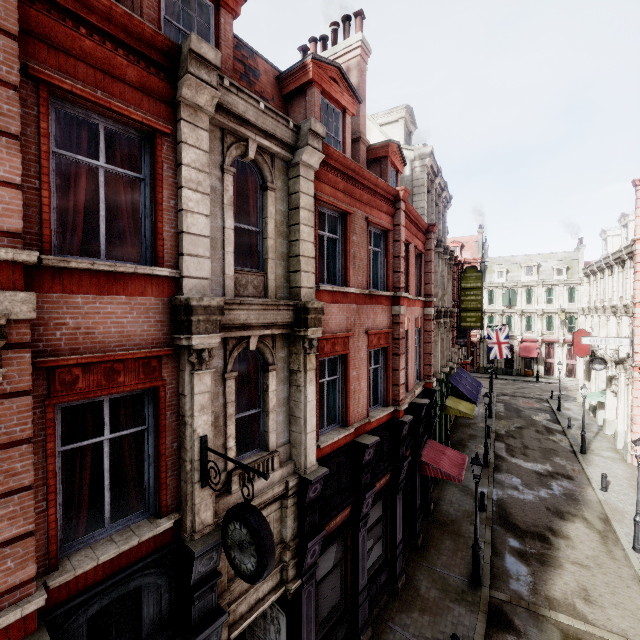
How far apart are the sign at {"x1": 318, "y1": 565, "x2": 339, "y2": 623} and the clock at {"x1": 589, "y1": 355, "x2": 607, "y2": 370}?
23.9m

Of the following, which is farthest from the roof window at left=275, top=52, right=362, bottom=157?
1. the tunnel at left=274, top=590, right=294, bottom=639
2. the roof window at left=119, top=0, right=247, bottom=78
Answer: the tunnel at left=274, top=590, right=294, bottom=639

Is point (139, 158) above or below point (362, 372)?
above

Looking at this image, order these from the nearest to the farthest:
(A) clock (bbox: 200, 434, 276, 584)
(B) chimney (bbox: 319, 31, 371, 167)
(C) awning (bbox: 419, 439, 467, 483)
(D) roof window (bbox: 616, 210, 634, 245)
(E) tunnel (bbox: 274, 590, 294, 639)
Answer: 1. (A) clock (bbox: 200, 434, 276, 584)
2. (E) tunnel (bbox: 274, 590, 294, 639)
3. (B) chimney (bbox: 319, 31, 371, 167)
4. (C) awning (bbox: 419, 439, 467, 483)
5. (D) roof window (bbox: 616, 210, 634, 245)

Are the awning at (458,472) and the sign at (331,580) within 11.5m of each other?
yes

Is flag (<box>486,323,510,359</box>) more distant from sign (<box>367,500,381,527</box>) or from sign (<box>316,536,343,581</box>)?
sign (<box>316,536,343,581</box>)

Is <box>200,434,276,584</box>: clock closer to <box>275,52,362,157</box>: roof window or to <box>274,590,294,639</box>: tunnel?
<box>274,590,294,639</box>: tunnel

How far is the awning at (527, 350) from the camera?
45.46m
